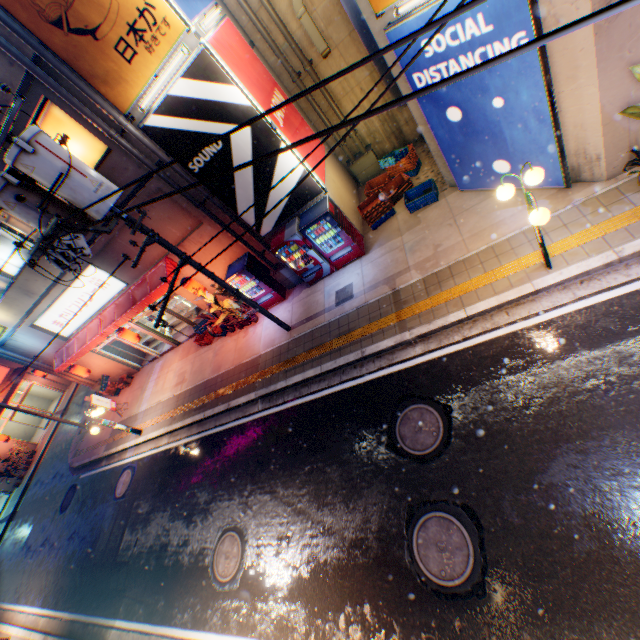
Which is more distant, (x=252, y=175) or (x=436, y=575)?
(x=252, y=175)

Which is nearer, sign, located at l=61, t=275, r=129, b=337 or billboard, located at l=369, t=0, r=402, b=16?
billboard, located at l=369, t=0, r=402, b=16

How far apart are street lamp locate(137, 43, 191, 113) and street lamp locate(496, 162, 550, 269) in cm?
701

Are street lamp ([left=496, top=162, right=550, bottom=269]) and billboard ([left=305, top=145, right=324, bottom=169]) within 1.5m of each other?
no

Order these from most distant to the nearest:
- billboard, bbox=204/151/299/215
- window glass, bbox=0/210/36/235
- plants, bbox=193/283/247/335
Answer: plants, bbox=193/283/247/335 → window glass, bbox=0/210/36/235 → billboard, bbox=204/151/299/215

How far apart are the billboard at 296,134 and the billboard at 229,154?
0.2m

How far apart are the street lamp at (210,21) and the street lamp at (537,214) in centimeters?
710cm

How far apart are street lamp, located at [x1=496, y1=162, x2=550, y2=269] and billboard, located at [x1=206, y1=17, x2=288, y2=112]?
5.2 meters
